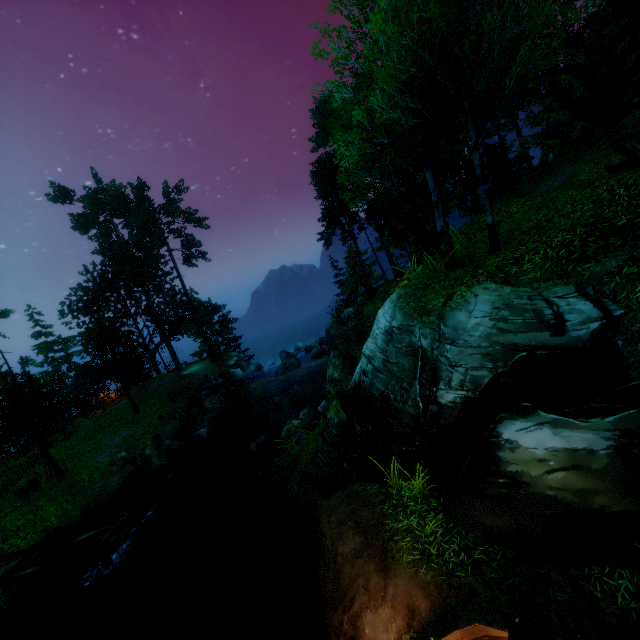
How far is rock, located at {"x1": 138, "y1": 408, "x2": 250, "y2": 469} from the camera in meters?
18.7

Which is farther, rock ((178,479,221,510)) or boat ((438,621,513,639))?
rock ((178,479,221,510))

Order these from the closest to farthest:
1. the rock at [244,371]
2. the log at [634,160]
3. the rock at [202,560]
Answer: the log at [634,160] < the rock at [202,560] < the rock at [244,371]

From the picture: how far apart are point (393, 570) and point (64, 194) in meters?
45.4

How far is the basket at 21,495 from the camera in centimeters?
1827cm

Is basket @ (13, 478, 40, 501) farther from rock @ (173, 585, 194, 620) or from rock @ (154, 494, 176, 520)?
rock @ (173, 585, 194, 620)

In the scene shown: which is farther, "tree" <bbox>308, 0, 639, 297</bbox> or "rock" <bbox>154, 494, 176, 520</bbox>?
"rock" <bbox>154, 494, 176, 520</bbox>
